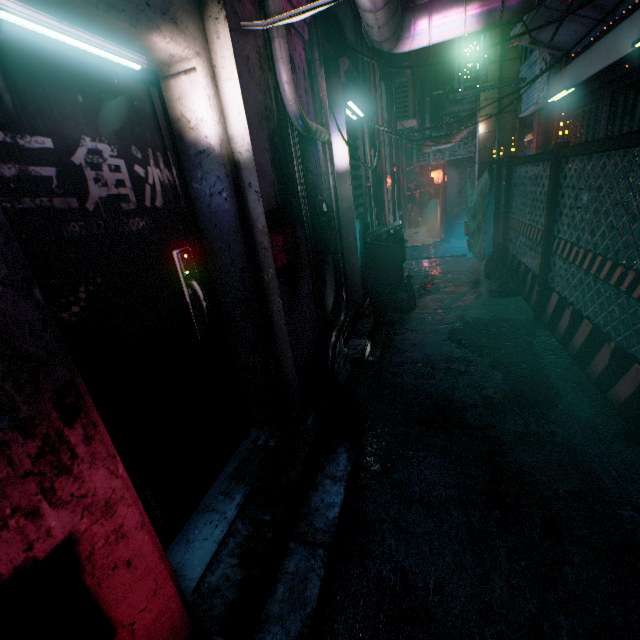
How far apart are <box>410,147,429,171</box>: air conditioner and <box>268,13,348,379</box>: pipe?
9.57m

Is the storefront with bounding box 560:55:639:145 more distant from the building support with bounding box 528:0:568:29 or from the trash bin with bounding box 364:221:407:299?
the trash bin with bounding box 364:221:407:299

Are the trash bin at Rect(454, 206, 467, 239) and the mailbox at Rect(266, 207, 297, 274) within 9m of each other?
no

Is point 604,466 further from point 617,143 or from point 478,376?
point 617,143

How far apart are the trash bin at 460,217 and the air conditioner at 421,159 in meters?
1.7 m

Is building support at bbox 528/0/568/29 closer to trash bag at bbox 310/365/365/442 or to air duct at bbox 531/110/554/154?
air duct at bbox 531/110/554/154

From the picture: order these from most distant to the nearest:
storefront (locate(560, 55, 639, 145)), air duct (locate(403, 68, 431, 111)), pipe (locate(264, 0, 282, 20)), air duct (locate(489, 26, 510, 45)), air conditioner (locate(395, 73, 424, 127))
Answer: air duct (locate(403, 68, 431, 111)) → air conditioner (locate(395, 73, 424, 127)) → air duct (locate(489, 26, 510, 45)) → storefront (locate(560, 55, 639, 145)) → pipe (locate(264, 0, 282, 20))

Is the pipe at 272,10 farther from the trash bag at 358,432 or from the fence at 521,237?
the fence at 521,237
